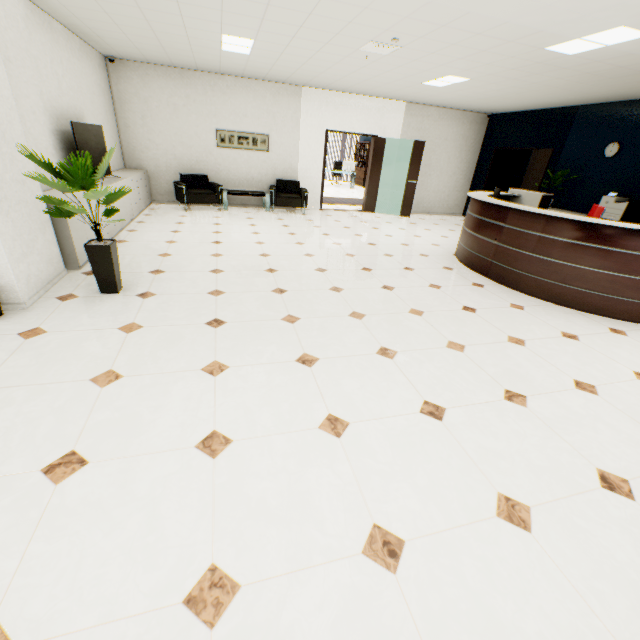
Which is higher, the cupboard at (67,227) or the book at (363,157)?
the book at (363,157)

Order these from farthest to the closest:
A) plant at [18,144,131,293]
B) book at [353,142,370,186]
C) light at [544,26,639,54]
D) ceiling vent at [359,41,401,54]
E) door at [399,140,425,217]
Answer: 1. book at [353,142,370,186]
2. door at [399,140,425,217]
3. ceiling vent at [359,41,401,54]
4. light at [544,26,639,54]
5. plant at [18,144,131,293]

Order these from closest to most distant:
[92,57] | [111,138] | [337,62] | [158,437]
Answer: [158,437]
[337,62]
[92,57]
[111,138]

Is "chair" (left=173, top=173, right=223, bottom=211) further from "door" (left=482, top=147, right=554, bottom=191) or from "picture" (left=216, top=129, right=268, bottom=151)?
"door" (left=482, top=147, right=554, bottom=191)

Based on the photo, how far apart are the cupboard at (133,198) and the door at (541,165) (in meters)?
9.01

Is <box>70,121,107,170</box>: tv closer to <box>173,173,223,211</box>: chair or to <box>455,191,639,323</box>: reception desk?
<box>173,173,223,211</box>: chair

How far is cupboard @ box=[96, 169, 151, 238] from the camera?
5.1m

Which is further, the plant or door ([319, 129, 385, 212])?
door ([319, 129, 385, 212])
